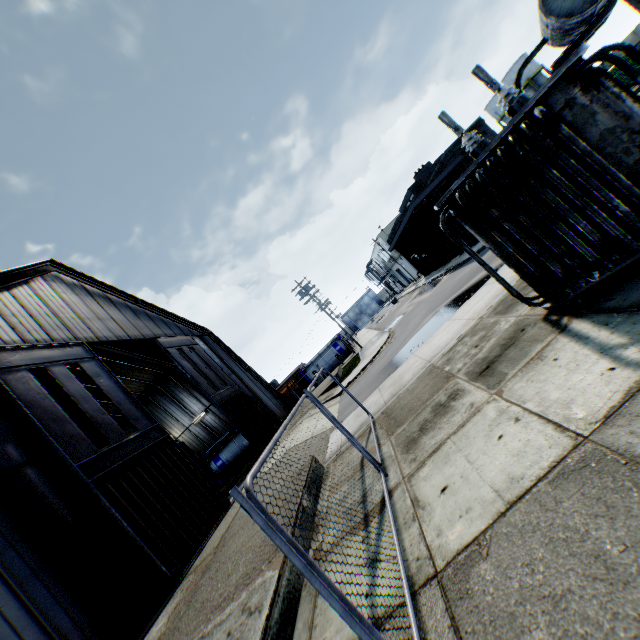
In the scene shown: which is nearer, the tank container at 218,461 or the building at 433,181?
the building at 433,181

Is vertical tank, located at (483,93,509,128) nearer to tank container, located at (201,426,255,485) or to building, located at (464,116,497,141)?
building, located at (464,116,497,141)

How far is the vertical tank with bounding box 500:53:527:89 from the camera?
45.6m

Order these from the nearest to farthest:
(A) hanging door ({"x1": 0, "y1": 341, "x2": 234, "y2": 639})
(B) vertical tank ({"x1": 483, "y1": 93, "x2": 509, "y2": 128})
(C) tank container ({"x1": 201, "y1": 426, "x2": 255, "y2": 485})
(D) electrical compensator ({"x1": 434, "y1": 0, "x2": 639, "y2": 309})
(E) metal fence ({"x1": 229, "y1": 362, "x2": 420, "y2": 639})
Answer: (E) metal fence ({"x1": 229, "y1": 362, "x2": 420, "y2": 639}) < (D) electrical compensator ({"x1": 434, "y1": 0, "x2": 639, "y2": 309}) < (A) hanging door ({"x1": 0, "y1": 341, "x2": 234, "y2": 639}) < (C) tank container ({"x1": 201, "y1": 426, "x2": 255, "y2": 485}) < (B) vertical tank ({"x1": 483, "y1": 93, "x2": 509, "y2": 128})

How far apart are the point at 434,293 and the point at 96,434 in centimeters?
2143cm

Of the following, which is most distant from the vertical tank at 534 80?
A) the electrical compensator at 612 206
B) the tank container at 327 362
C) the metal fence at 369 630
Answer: the electrical compensator at 612 206

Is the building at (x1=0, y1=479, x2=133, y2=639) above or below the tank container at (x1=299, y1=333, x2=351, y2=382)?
above

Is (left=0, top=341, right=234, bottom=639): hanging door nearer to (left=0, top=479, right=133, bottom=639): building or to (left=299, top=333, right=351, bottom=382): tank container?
(left=0, top=479, right=133, bottom=639): building
